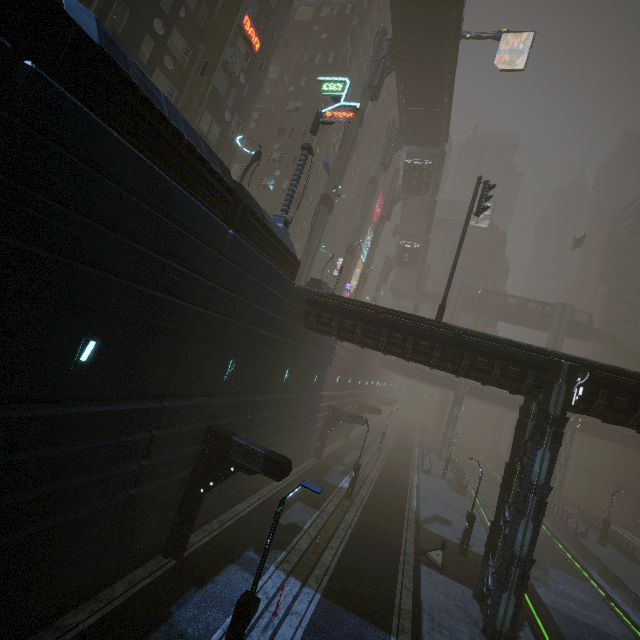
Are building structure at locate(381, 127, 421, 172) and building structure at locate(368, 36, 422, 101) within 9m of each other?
no

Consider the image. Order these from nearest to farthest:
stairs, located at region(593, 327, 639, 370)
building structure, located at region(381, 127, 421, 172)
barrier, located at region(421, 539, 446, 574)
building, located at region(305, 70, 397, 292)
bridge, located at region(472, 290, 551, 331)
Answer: barrier, located at region(421, 539, 446, 574) → building structure, located at region(381, 127, 421, 172) → building, located at region(305, 70, 397, 292) → stairs, located at region(593, 327, 639, 370) → bridge, located at region(472, 290, 551, 331)

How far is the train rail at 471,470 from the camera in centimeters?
3785cm

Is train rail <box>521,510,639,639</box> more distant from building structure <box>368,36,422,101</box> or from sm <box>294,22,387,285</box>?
building structure <box>368,36,422,101</box>

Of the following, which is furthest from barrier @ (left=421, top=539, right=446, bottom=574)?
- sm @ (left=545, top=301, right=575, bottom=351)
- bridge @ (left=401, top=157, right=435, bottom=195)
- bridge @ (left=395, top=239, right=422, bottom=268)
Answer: sm @ (left=545, top=301, right=575, bottom=351)

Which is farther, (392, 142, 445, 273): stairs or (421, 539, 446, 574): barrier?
(392, 142, 445, 273): stairs

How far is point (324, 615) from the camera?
11.6m

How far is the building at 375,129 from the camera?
47.6 meters
